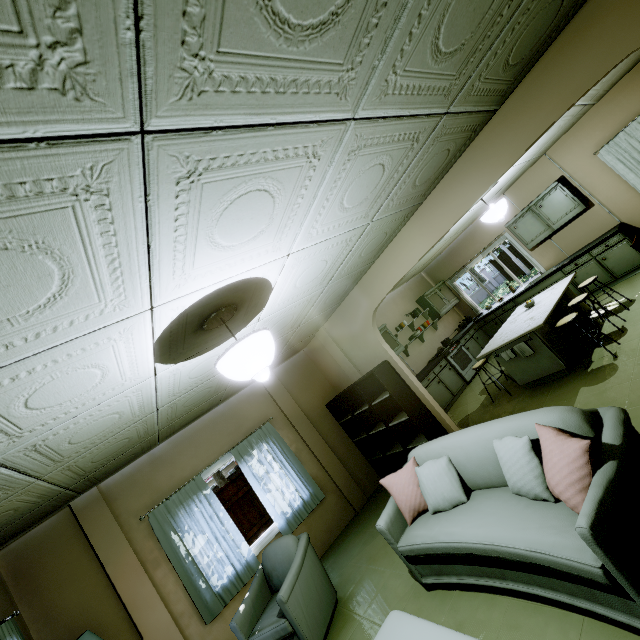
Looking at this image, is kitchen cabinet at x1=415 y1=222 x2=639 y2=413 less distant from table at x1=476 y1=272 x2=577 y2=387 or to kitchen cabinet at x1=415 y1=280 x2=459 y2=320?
kitchen cabinet at x1=415 y1=280 x2=459 y2=320

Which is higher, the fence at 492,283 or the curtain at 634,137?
the curtain at 634,137

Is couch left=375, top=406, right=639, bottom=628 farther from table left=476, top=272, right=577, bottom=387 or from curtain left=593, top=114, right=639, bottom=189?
curtain left=593, top=114, right=639, bottom=189

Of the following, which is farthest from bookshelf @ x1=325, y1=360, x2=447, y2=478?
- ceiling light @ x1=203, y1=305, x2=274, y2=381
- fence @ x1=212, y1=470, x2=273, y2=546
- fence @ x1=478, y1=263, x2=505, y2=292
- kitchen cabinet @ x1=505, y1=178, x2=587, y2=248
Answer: fence @ x1=478, y1=263, x2=505, y2=292

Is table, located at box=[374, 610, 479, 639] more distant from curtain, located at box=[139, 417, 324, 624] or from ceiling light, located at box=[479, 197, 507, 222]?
ceiling light, located at box=[479, 197, 507, 222]

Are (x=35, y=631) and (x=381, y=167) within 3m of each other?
no

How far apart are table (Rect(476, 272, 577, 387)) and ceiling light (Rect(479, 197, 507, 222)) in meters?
1.5

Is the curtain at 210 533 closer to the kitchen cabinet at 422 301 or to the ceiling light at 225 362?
the ceiling light at 225 362
